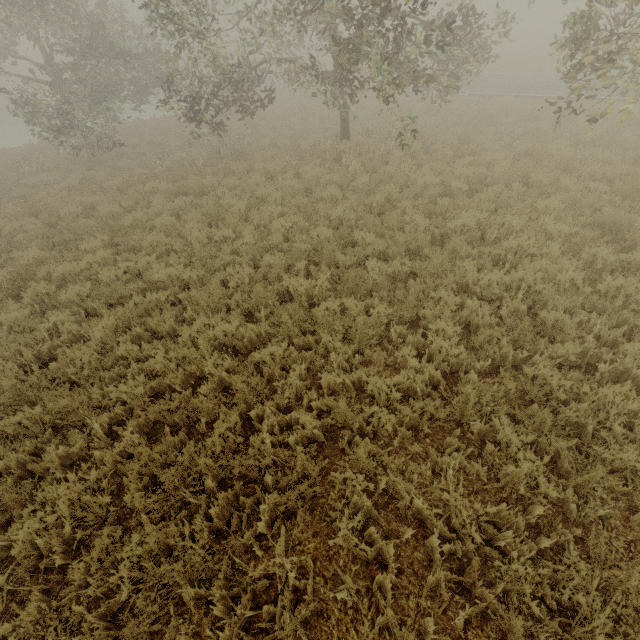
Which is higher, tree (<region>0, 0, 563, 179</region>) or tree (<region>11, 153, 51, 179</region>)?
tree (<region>0, 0, 563, 179</region>)

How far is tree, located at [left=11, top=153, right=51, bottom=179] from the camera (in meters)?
15.80

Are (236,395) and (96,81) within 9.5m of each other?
no

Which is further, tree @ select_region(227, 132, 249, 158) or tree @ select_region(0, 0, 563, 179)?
tree @ select_region(227, 132, 249, 158)

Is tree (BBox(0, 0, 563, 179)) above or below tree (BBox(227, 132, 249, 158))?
above

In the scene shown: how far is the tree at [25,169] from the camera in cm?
1580

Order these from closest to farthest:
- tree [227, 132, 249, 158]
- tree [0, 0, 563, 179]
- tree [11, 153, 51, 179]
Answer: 1. tree [0, 0, 563, 179]
2. tree [227, 132, 249, 158]
3. tree [11, 153, 51, 179]

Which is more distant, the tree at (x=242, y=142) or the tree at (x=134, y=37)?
the tree at (x=242, y=142)
